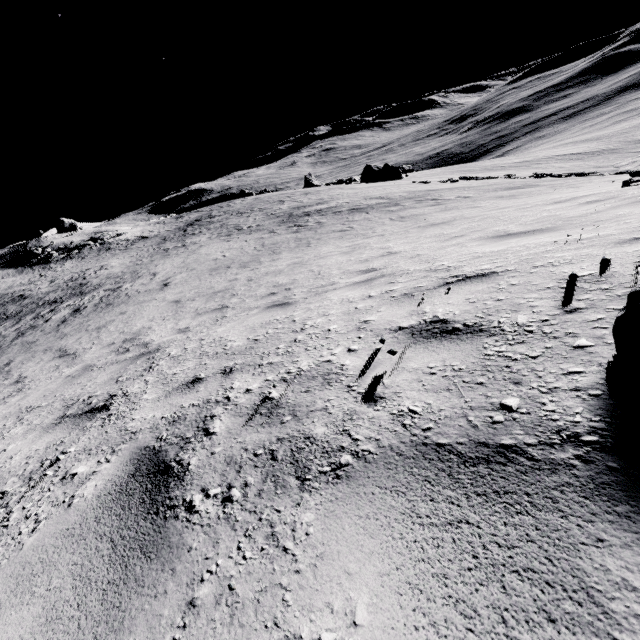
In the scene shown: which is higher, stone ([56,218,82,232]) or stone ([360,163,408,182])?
stone ([56,218,82,232])

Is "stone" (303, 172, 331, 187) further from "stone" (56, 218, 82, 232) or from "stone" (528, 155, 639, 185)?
"stone" (56, 218, 82, 232)

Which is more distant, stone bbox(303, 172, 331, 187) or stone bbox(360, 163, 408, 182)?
stone bbox(303, 172, 331, 187)

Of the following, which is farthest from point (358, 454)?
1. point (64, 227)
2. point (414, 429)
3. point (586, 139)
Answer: point (586, 139)

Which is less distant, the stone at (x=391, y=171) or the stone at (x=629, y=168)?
the stone at (x=629, y=168)

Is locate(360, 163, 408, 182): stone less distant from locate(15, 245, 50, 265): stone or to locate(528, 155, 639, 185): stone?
locate(528, 155, 639, 185): stone

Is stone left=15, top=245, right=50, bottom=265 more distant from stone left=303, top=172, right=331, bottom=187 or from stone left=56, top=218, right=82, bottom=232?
stone left=303, top=172, right=331, bottom=187

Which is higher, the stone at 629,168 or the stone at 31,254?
the stone at 31,254
